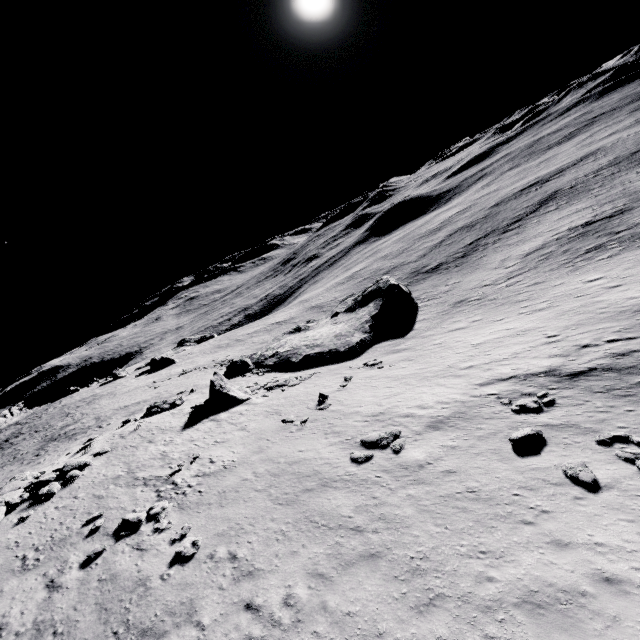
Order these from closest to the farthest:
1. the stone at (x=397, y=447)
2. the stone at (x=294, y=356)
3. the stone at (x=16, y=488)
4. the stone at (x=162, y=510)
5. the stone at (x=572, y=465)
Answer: the stone at (x=572, y=465) < the stone at (x=162, y=510) < the stone at (x=397, y=447) < the stone at (x=16, y=488) < the stone at (x=294, y=356)

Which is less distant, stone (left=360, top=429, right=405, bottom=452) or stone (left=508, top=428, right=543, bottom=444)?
stone (left=508, top=428, right=543, bottom=444)

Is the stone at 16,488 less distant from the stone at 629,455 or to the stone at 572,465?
the stone at 572,465

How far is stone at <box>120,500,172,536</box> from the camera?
14.0m

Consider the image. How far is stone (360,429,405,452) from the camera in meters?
15.0 m

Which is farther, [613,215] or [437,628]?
[613,215]

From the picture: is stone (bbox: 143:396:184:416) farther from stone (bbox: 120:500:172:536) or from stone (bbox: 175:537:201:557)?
stone (bbox: 175:537:201:557)

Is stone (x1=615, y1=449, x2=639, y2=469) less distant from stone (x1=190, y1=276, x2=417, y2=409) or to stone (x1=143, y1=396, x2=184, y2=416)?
stone (x1=190, y1=276, x2=417, y2=409)
